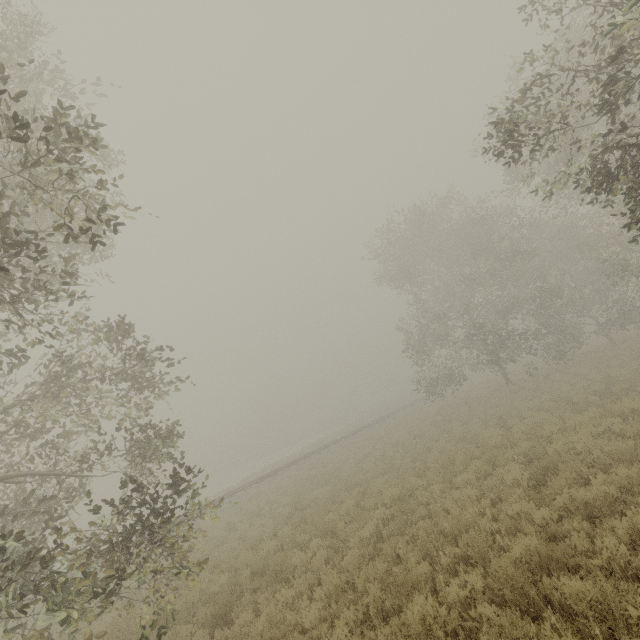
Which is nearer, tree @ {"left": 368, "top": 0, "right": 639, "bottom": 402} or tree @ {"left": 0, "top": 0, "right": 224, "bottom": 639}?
tree @ {"left": 0, "top": 0, "right": 224, "bottom": 639}

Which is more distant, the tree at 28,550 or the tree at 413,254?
the tree at 413,254

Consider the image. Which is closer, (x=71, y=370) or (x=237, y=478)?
(x=71, y=370)
